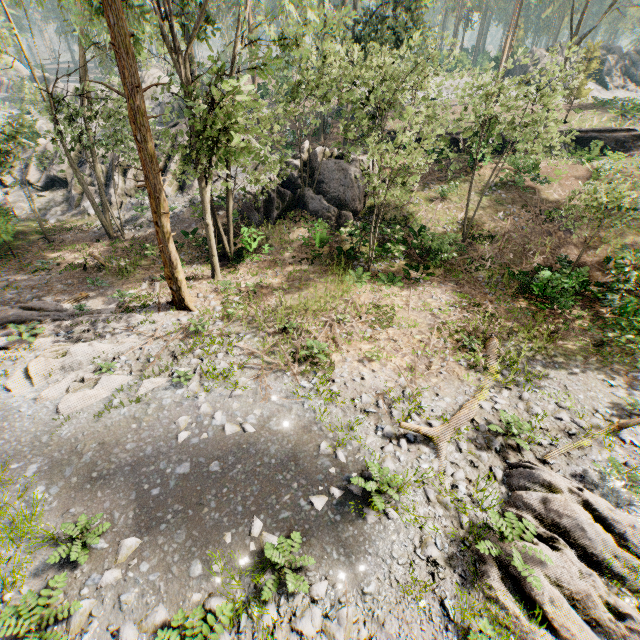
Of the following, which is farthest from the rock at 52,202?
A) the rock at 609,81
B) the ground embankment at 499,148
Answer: the rock at 609,81

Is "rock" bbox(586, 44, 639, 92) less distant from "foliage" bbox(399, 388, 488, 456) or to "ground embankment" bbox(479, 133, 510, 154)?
"foliage" bbox(399, 388, 488, 456)

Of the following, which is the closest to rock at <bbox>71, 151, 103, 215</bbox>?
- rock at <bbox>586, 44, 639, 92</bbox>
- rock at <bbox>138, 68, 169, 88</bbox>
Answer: rock at <bbox>138, 68, 169, 88</bbox>

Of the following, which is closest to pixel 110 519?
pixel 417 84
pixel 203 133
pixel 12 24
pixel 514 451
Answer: pixel 514 451

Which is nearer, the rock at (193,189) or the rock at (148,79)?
the rock at (193,189)

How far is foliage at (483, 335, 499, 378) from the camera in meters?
11.8

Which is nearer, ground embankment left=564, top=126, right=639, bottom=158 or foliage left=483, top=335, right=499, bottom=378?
foliage left=483, top=335, right=499, bottom=378

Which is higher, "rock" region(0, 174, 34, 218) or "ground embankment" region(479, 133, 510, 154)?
"ground embankment" region(479, 133, 510, 154)
